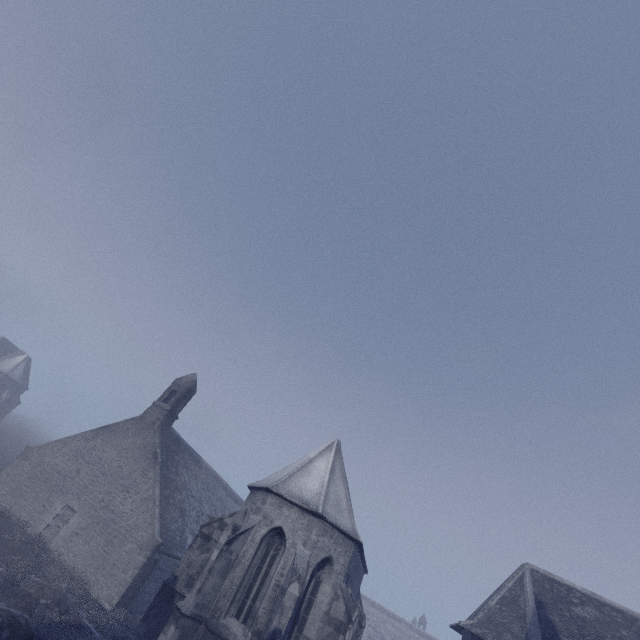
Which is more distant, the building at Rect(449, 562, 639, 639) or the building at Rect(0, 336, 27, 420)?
the building at Rect(0, 336, 27, 420)

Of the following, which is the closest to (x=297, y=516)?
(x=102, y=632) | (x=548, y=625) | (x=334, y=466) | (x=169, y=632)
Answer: (x=334, y=466)

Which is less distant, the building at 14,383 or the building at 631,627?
the building at 631,627
